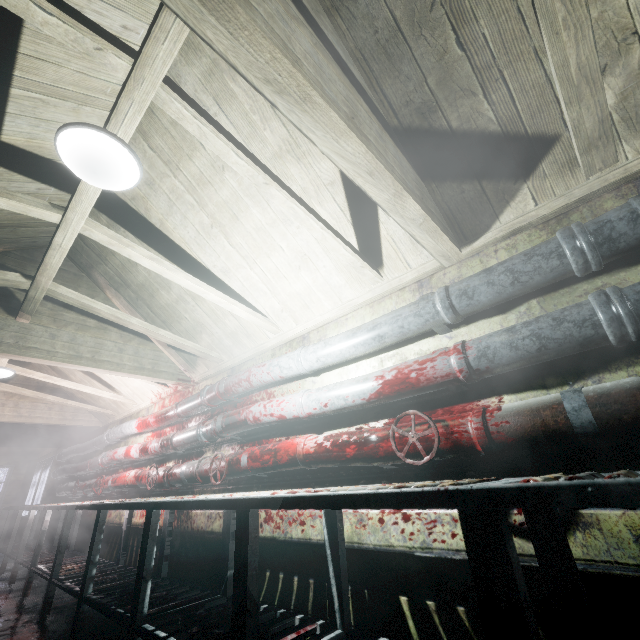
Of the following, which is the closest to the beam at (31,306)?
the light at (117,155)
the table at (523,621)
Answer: the light at (117,155)

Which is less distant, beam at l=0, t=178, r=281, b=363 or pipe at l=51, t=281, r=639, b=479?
pipe at l=51, t=281, r=639, b=479

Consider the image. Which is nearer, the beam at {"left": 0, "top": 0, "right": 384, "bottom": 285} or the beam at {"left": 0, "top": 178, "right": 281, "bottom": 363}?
the beam at {"left": 0, "top": 0, "right": 384, "bottom": 285}

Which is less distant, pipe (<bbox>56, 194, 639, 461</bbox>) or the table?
the table

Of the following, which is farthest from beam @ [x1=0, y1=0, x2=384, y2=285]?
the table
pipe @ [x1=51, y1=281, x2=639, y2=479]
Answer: the table

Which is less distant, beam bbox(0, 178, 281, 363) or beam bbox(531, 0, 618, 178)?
beam bbox(531, 0, 618, 178)

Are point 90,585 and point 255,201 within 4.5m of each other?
yes

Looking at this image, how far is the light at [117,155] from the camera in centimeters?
135cm
